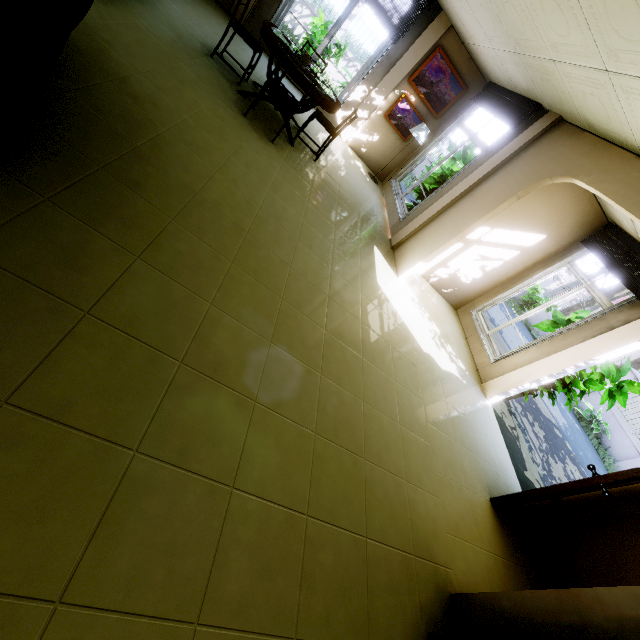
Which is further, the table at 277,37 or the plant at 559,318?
the plant at 559,318

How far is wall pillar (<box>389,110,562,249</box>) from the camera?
4.38m

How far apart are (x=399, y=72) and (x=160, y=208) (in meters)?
6.73

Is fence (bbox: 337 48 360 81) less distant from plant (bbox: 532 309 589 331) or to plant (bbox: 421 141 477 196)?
plant (bbox: 421 141 477 196)

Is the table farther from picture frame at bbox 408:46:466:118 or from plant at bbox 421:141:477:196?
plant at bbox 421:141:477:196

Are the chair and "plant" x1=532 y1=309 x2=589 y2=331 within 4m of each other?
no

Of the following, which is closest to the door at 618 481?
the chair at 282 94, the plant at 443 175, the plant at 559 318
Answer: the plant at 559 318

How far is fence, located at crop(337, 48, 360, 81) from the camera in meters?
12.1
